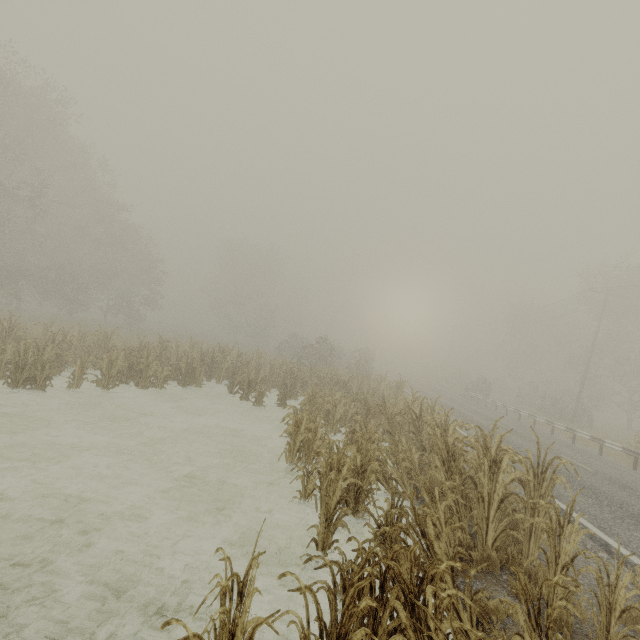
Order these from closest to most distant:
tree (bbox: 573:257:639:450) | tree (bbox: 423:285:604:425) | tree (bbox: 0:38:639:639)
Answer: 1. tree (bbox: 0:38:639:639)
2. tree (bbox: 573:257:639:450)
3. tree (bbox: 423:285:604:425)

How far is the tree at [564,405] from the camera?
32.53m

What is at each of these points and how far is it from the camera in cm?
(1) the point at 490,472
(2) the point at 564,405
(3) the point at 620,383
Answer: (1) tree, 525
(2) tree, 2822
(3) tree, 3073

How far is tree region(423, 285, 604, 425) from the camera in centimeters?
3253cm

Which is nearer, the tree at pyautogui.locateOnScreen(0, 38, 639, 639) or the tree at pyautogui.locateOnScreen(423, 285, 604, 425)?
the tree at pyautogui.locateOnScreen(0, 38, 639, 639)

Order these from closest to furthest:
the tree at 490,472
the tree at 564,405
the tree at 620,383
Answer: the tree at 490,472, the tree at 620,383, the tree at 564,405

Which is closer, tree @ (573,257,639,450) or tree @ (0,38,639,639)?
tree @ (0,38,639,639)
